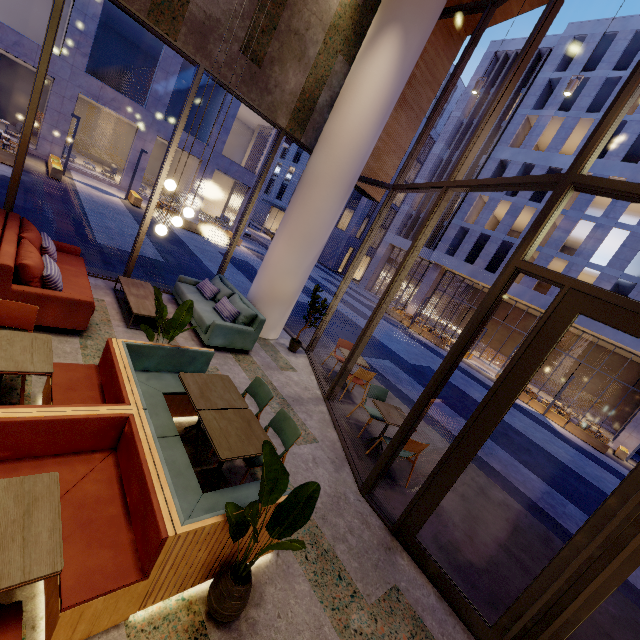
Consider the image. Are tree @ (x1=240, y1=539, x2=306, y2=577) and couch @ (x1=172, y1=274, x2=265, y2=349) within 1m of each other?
no

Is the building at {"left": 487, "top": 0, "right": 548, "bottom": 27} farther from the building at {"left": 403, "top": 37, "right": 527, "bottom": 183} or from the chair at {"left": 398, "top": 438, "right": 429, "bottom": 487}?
the building at {"left": 403, "top": 37, "right": 527, "bottom": 183}

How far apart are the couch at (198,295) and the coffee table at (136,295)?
0.54m

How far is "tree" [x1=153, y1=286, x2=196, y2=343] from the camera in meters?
3.9

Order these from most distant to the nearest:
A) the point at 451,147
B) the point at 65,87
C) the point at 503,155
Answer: the point at 451,147 → the point at 503,155 → the point at 65,87

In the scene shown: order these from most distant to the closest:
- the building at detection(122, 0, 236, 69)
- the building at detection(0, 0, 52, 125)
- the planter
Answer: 1. the building at detection(0, 0, 52, 125)
2. the planter
3. the building at detection(122, 0, 236, 69)

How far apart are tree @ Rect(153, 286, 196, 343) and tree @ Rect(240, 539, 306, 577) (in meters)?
2.16

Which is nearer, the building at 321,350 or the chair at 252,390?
the chair at 252,390
